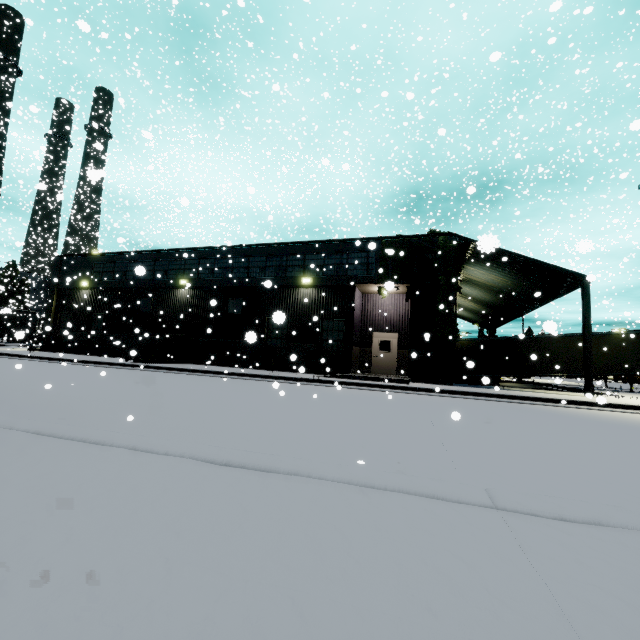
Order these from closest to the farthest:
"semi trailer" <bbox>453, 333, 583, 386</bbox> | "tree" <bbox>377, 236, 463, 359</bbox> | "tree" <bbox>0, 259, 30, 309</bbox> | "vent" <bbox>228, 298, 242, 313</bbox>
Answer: "tree" <bbox>377, 236, 463, 359</bbox> → "vent" <bbox>228, 298, 242, 313</bbox> → "semi trailer" <bbox>453, 333, 583, 386</bbox> → "tree" <bbox>0, 259, 30, 309</bbox>

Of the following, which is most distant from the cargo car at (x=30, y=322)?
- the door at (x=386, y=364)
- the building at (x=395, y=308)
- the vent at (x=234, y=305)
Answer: the door at (x=386, y=364)

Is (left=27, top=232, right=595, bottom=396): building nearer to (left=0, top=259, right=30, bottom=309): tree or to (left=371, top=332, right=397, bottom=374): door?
(left=371, top=332, right=397, bottom=374): door

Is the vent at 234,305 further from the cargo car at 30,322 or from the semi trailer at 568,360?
the cargo car at 30,322

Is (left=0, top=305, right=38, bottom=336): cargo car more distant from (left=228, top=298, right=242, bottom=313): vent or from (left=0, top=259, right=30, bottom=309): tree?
(left=228, top=298, right=242, bottom=313): vent

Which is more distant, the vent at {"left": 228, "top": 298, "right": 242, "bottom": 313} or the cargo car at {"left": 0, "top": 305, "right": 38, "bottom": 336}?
the vent at {"left": 228, "top": 298, "right": 242, "bottom": 313}

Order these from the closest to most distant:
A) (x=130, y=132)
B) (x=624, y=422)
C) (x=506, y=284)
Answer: (x=624, y=422)
(x=506, y=284)
(x=130, y=132)
